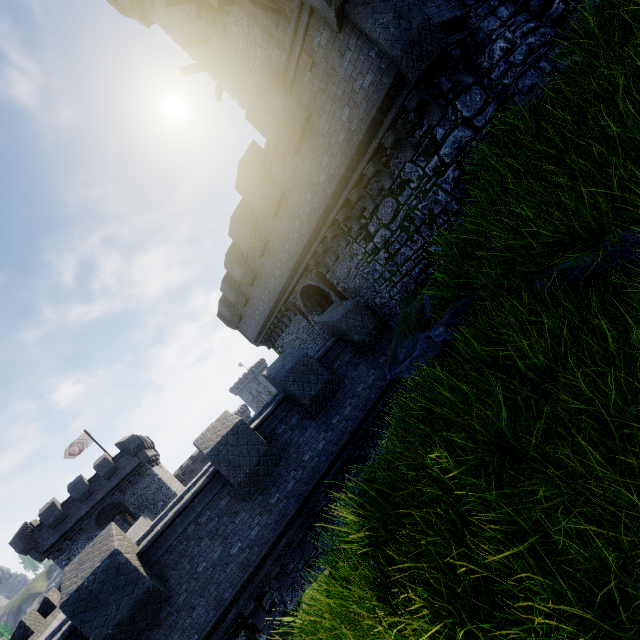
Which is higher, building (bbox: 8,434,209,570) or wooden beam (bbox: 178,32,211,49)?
wooden beam (bbox: 178,32,211,49)

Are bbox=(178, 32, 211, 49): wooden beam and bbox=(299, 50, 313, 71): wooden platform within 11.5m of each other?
yes

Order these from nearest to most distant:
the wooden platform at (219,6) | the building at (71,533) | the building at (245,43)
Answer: the wooden platform at (219,6) < the building at (245,43) < the building at (71,533)

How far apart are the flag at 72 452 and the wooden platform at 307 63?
39.37m

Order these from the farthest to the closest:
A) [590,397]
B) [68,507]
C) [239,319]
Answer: [68,507], [239,319], [590,397]

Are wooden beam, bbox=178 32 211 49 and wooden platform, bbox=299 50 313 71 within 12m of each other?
yes

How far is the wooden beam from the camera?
14.5 meters

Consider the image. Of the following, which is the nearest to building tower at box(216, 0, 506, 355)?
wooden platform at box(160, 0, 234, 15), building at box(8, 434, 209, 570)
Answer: wooden platform at box(160, 0, 234, 15)
